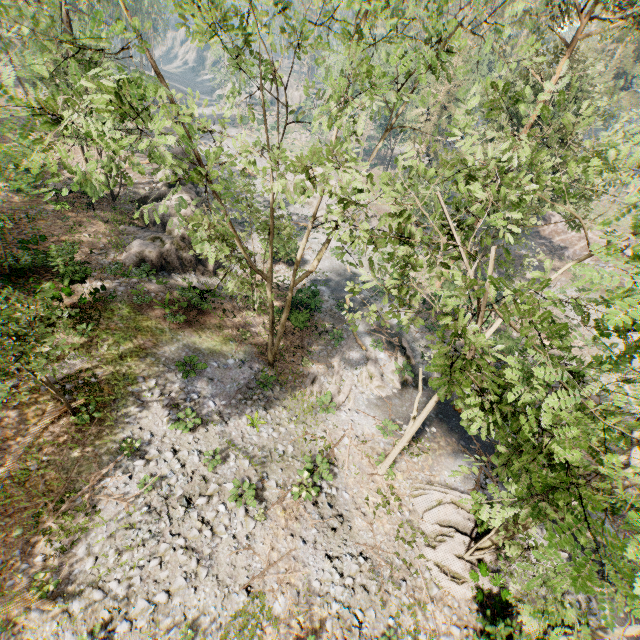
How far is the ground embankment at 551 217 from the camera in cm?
4491

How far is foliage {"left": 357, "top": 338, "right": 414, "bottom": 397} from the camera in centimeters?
2095cm

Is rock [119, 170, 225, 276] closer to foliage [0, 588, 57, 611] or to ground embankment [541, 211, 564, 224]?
foliage [0, 588, 57, 611]

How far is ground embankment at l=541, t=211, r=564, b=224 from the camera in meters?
44.9

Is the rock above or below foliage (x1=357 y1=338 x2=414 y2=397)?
above

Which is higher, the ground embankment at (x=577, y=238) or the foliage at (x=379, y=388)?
the ground embankment at (x=577, y=238)

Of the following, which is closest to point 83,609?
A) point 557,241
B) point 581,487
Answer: point 581,487

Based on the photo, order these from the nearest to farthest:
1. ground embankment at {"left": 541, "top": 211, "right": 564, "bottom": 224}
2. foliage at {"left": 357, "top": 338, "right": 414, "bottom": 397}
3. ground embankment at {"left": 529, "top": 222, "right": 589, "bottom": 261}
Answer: foliage at {"left": 357, "top": 338, "right": 414, "bottom": 397} < ground embankment at {"left": 529, "top": 222, "right": 589, "bottom": 261} < ground embankment at {"left": 541, "top": 211, "right": 564, "bottom": 224}
